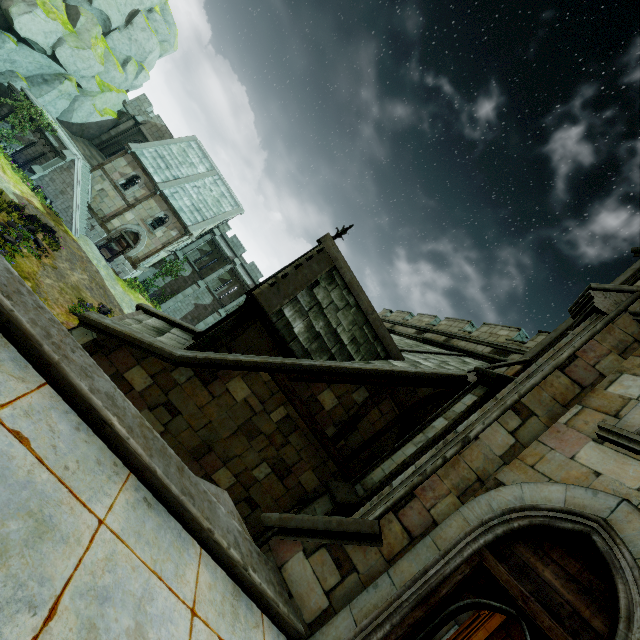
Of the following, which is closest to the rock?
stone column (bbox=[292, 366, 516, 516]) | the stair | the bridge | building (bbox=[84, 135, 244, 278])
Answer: the stair

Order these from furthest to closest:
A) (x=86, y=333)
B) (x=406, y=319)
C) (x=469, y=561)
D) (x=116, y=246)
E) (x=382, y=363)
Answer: (x=116, y=246), (x=406, y=319), (x=382, y=363), (x=86, y=333), (x=469, y=561)

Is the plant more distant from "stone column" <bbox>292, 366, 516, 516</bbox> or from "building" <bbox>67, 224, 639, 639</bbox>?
"stone column" <bbox>292, 366, 516, 516</bbox>

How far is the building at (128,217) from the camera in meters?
27.9

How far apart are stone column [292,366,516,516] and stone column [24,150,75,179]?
29.53m

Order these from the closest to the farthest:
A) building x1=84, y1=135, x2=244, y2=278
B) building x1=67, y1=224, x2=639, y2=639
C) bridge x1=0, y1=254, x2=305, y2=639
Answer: bridge x1=0, y1=254, x2=305, y2=639 < building x1=67, y1=224, x2=639, y2=639 < building x1=84, y1=135, x2=244, y2=278

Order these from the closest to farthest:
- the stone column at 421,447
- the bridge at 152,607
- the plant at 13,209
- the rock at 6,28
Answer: the bridge at 152,607 → the stone column at 421,447 → the plant at 13,209 → the rock at 6,28

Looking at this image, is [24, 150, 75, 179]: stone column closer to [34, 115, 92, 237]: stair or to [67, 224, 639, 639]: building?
[34, 115, 92, 237]: stair
